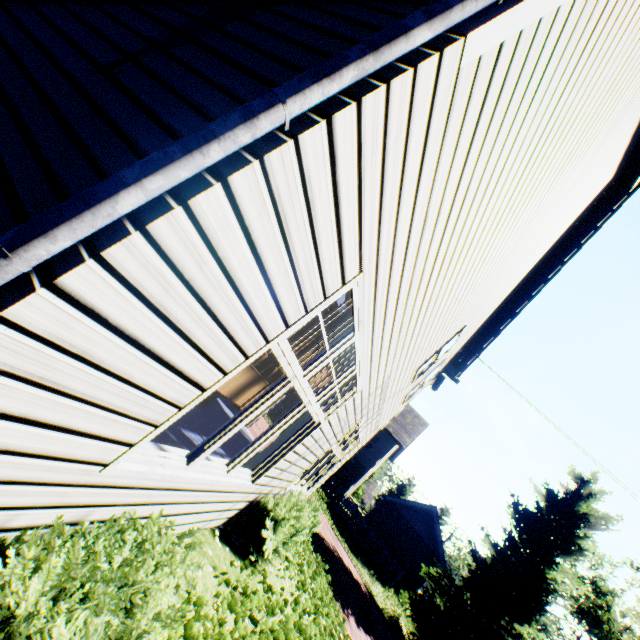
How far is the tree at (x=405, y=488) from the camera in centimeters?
4719cm

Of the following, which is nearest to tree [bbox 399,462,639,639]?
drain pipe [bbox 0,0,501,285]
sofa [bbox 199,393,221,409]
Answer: drain pipe [bbox 0,0,501,285]

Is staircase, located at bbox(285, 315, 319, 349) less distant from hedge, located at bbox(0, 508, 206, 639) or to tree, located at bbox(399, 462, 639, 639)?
hedge, located at bbox(0, 508, 206, 639)

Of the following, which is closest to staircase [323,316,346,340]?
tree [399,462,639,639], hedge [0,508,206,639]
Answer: hedge [0,508,206,639]

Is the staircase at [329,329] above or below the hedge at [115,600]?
above

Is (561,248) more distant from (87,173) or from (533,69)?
(87,173)

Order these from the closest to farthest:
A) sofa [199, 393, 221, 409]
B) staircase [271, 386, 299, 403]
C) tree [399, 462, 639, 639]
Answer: staircase [271, 386, 299, 403] < sofa [199, 393, 221, 409] < tree [399, 462, 639, 639]

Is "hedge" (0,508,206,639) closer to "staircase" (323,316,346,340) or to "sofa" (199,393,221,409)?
"staircase" (323,316,346,340)
